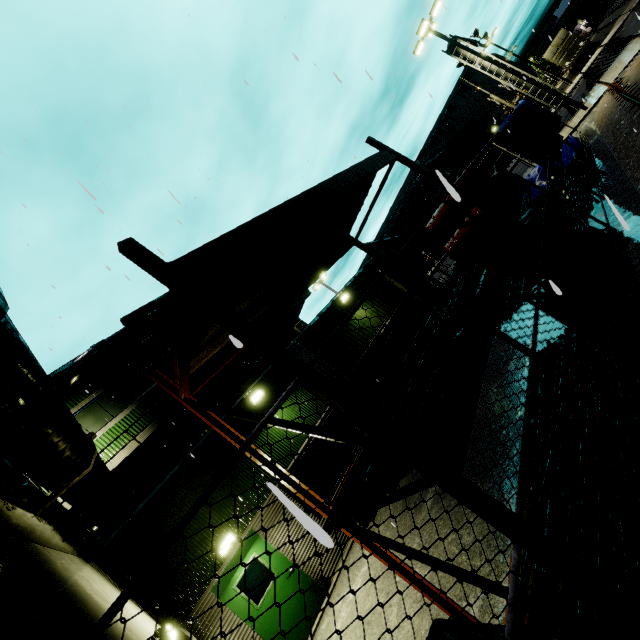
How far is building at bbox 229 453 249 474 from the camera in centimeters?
924cm

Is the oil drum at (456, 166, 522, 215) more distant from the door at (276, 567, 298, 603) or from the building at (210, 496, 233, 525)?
the door at (276, 567, 298, 603)

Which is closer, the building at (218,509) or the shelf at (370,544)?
the shelf at (370,544)

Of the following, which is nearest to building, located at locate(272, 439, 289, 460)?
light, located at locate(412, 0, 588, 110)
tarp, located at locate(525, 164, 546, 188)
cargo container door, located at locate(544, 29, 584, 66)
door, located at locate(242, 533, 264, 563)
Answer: door, located at locate(242, 533, 264, 563)

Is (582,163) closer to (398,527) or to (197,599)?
(398,527)

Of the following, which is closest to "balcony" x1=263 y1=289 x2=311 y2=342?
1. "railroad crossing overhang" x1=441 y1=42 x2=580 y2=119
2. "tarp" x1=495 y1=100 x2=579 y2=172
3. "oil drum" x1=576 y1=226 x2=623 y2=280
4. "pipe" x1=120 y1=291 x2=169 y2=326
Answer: "tarp" x1=495 y1=100 x2=579 y2=172

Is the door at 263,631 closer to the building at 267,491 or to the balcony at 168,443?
the building at 267,491

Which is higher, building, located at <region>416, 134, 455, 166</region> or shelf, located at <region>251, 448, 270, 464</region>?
building, located at <region>416, 134, 455, 166</region>
